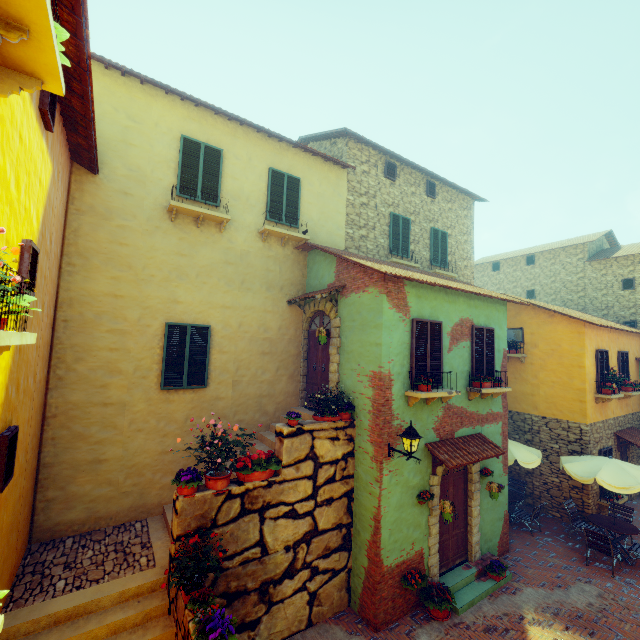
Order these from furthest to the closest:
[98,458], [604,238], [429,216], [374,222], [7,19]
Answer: [604,238] < [429,216] < [374,222] < [98,458] < [7,19]

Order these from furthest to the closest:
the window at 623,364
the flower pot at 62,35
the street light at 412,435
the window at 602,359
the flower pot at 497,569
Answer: the window at 623,364
the window at 602,359
the flower pot at 497,569
the street light at 412,435
the flower pot at 62,35

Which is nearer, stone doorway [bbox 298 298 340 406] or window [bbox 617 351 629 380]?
stone doorway [bbox 298 298 340 406]

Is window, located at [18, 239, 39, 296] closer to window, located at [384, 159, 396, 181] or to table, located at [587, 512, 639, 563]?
table, located at [587, 512, 639, 563]

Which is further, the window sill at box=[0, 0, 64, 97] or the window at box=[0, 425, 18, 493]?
the window at box=[0, 425, 18, 493]

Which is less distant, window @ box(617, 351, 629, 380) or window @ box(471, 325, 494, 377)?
window @ box(471, 325, 494, 377)

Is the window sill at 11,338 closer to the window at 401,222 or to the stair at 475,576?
the stair at 475,576

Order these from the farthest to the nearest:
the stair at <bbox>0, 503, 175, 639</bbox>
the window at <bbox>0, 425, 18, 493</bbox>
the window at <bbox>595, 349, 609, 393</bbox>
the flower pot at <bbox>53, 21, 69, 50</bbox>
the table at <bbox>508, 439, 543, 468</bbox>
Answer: the window at <bbox>595, 349, 609, 393</bbox> → the table at <bbox>508, 439, 543, 468</bbox> → the stair at <bbox>0, 503, 175, 639</bbox> → the window at <bbox>0, 425, 18, 493</bbox> → the flower pot at <bbox>53, 21, 69, 50</bbox>
